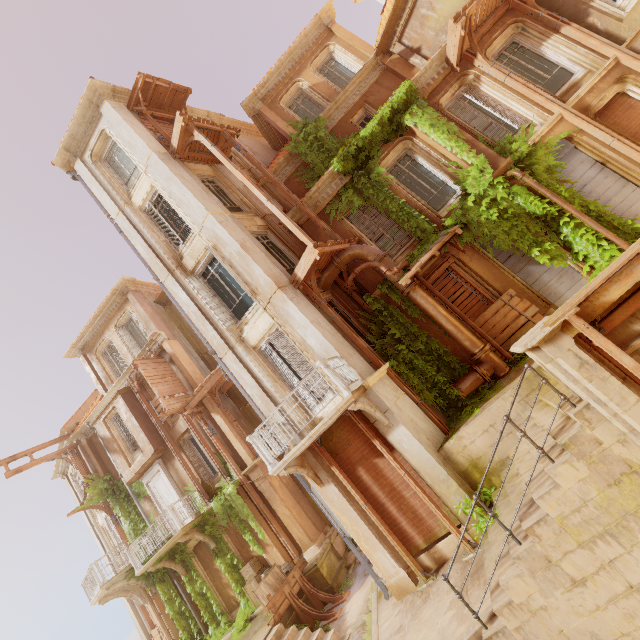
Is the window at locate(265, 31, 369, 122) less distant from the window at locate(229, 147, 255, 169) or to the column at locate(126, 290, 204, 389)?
the window at locate(229, 147, 255, 169)

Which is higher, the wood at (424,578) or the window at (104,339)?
the window at (104,339)

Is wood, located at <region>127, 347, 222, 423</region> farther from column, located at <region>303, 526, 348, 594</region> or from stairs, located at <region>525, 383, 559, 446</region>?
stairs, located at <region>525, 383, 559, 446</region>

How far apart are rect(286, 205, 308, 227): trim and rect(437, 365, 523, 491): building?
8.4 meters

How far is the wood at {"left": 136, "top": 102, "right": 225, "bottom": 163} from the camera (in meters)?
11.94

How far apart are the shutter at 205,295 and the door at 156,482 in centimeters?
1034cm

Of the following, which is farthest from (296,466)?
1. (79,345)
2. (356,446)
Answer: (79,345)

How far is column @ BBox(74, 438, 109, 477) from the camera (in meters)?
17.95
